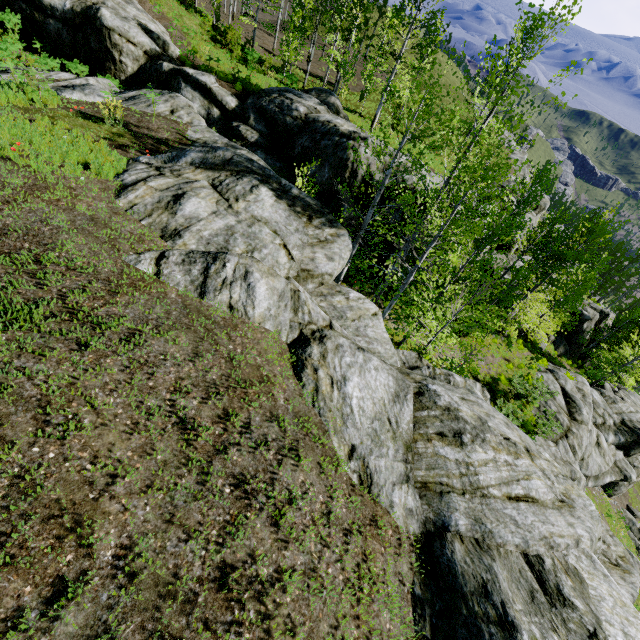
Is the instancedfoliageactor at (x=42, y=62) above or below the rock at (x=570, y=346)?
above

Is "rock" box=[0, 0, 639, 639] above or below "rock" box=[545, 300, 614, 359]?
above

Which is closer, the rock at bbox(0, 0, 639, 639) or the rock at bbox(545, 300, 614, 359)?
the rock at bbox(0, 0, 639, 639)

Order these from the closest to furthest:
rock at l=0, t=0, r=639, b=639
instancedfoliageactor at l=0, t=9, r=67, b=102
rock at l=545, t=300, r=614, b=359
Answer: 1. rock at l=0, t=0, r=639, b=639
2. instancedfoliageactor at l=0, t=9, r=67, b=102
3. rock at l=545, t=300, r=614, b=359

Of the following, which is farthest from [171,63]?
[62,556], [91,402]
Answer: [62,556]

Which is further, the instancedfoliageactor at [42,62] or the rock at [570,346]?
the rock at [570,346]

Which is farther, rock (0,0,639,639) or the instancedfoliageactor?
the instancedfoliageactor
